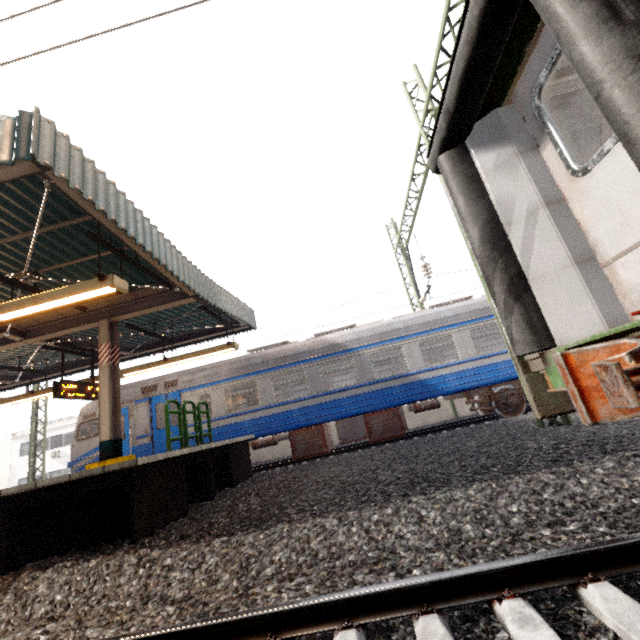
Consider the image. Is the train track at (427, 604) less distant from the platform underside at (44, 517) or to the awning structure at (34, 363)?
the platform underside at (44, 517)

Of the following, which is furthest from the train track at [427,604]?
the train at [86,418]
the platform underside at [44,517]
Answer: the train at [86,418]

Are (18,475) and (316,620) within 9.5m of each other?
no

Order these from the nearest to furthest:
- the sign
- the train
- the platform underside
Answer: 1. the platform underside
2. the sign
3. the train

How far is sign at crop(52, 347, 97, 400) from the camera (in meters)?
9.19

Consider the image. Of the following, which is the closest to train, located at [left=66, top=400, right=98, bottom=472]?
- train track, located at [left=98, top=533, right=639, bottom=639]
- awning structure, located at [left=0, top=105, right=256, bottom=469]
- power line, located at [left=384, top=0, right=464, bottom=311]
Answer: power line, located at [left=384, top=0, right=464, bottom=311]

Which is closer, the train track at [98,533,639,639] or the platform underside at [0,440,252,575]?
the train track at [98,533,639,639]
